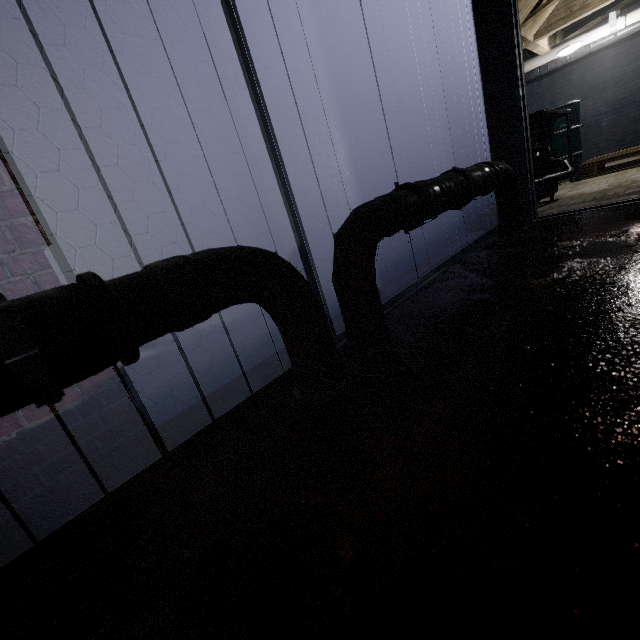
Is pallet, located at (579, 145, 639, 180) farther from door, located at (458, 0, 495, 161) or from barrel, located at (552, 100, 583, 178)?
door, located at (458, 0, 495, 161)

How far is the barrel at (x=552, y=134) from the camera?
4.6m

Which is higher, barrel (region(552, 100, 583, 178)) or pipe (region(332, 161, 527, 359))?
barrel (region(552, 100, 583, 178))

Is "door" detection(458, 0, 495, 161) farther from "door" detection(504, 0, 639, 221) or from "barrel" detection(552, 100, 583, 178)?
"barrel" detection(552, 100, 583, 178)

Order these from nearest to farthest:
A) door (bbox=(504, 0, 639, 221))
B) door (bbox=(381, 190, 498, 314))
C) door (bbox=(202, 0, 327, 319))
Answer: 1. door (bbox=(202, 0, 327, 319))
2. door (bbox=(381, 190, 498, 314))
3. door (bbox=(504, 0, 639, 221))

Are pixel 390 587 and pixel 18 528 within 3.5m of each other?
yes

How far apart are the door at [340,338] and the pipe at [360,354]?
0.09m

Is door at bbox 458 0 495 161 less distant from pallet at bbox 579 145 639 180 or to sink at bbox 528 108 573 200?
sink at bbox 528 108 573 200
